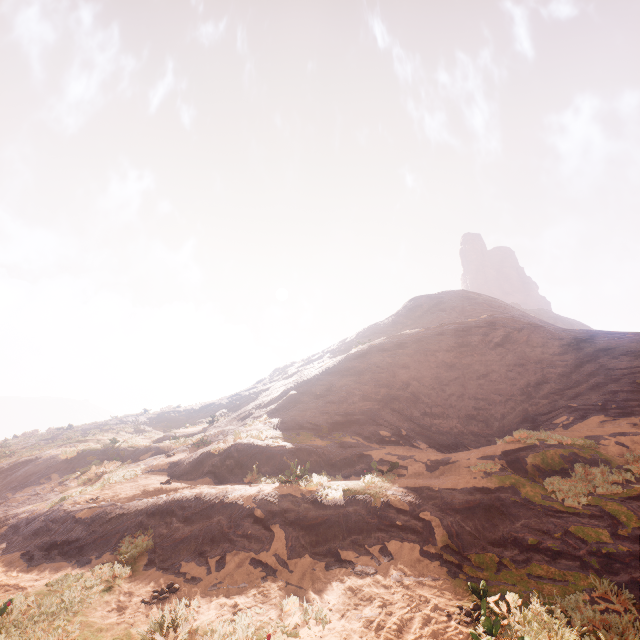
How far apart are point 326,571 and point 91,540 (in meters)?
6.27
